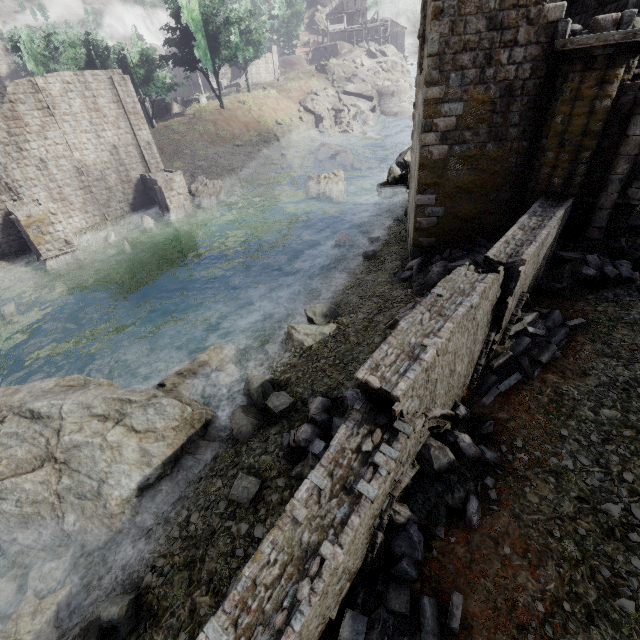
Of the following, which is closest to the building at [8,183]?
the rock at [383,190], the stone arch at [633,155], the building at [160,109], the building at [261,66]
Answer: the stone arch at [633,155]

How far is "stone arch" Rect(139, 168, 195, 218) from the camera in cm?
2559

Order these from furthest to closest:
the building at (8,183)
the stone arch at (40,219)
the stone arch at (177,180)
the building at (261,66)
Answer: the building at (261,66), the stone arch at (177,180), the building at (8,183), the stone arch at (40,219)

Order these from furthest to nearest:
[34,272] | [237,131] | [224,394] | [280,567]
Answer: [237,131] → [34,272] → [224,394] → [280,567]

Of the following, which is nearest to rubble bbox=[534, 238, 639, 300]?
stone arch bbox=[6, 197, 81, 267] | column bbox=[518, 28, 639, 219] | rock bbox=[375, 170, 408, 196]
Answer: column bbox=[518, 28, 639, 219]

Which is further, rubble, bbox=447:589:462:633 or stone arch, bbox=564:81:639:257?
stone arch, bbox=564:81:639:257

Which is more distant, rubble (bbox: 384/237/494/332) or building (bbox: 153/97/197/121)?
building (bbox: 153/97/197/121)

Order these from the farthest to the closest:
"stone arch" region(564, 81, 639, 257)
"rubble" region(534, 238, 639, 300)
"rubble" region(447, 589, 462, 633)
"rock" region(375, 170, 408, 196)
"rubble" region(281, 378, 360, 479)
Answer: "rock" region(375, 170, 408, 196) < "rubble" region(534, 238, 639, 300) < "stone arch" region(564, 81, 639, 257) < "rubble" region(281, 378, 360, 479) < "rubble" region(447, 589, 462, 633)
